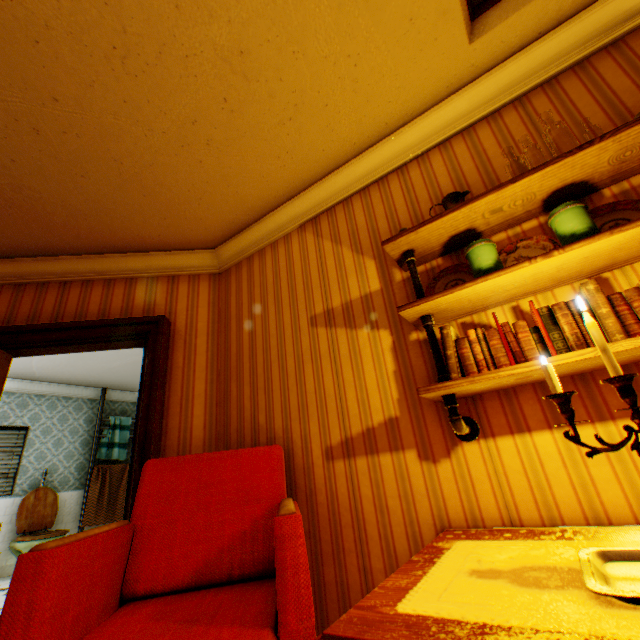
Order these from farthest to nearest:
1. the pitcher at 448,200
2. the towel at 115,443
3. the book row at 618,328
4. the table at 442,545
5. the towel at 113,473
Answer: the towel at 115,443
the towel at 113,473
the pitcher at 448,200
the book row at 618,328
the table at 442,545

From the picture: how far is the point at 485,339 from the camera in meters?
1.5 m

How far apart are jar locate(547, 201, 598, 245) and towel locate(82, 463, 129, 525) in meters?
8.3

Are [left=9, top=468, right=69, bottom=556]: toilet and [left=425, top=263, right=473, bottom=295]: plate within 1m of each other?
no

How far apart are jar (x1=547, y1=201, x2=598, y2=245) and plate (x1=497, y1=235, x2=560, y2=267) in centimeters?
16cm

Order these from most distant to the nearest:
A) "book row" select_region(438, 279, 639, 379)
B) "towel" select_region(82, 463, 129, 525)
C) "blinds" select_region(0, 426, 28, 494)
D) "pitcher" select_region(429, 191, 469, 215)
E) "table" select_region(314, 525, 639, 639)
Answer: "towel" select_region(82, 463, 129, 525), "blinds" select_region(0, 426, 28, 494), "pitcher" select_region(429, 191, 469, 215), "book row" select_region(438, 279, 639, 379), "table" select_region(314, 525, 639, 639)

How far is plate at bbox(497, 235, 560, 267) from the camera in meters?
1.7

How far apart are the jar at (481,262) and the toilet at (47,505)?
7.1m
